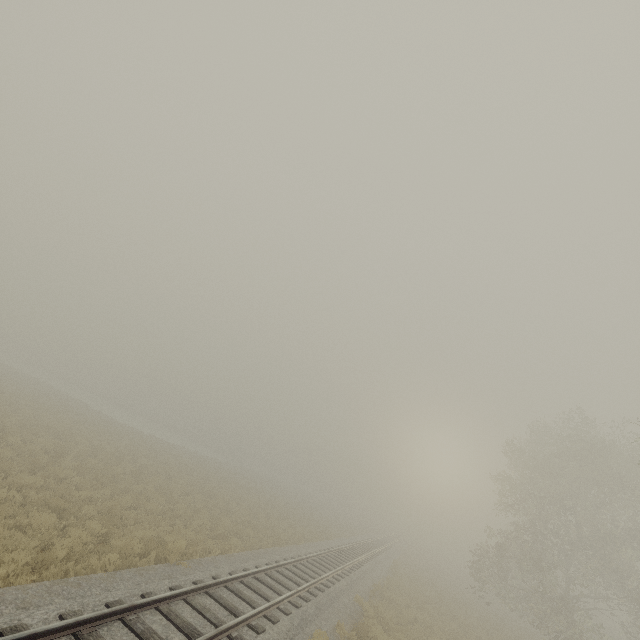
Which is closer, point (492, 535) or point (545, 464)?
point (492, 535)
